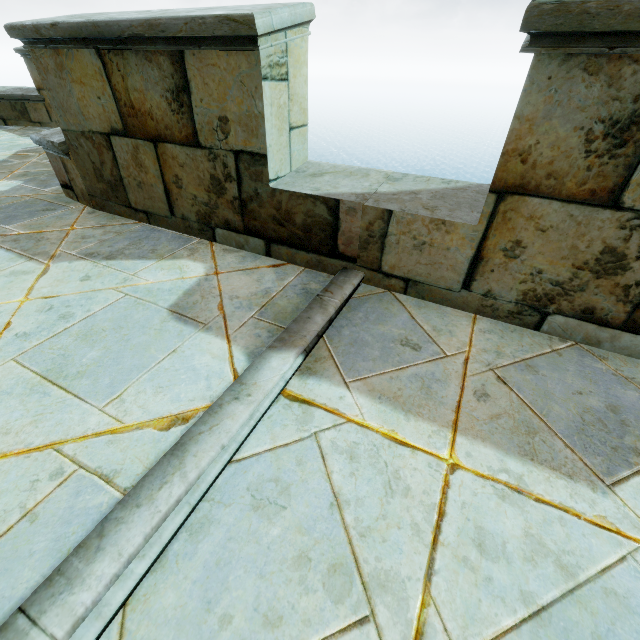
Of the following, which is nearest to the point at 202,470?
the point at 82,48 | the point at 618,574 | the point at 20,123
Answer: the point at 618,574
